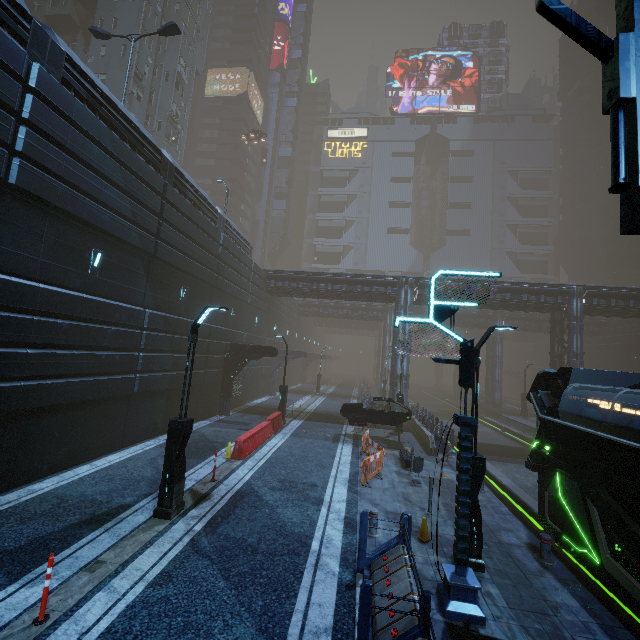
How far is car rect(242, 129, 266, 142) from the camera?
40.6 meters

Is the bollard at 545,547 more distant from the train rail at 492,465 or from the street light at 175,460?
the street light at 175,460

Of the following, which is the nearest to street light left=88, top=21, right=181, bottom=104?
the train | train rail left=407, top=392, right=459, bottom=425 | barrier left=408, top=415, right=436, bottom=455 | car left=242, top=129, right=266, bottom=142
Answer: the train

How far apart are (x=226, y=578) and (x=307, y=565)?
1.71m

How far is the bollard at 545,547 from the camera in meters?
7.9

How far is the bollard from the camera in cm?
786

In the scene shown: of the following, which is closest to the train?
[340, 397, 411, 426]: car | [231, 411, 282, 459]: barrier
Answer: [340, 397, 411, 426]: car

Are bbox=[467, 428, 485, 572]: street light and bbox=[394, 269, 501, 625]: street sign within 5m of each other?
yes
